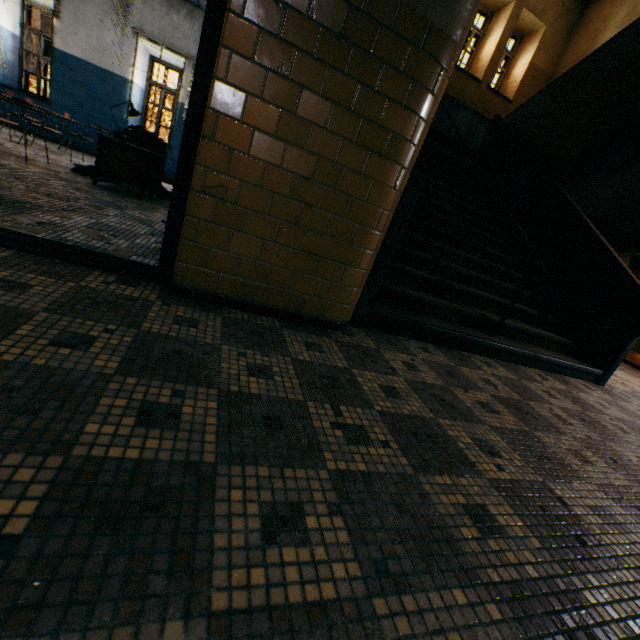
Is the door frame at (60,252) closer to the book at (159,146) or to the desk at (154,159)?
the desk at (154,159)

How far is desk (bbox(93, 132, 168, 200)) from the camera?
4.49m

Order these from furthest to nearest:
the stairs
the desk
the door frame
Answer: the desk → the stairs → the door frame

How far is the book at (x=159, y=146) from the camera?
5.1 meters

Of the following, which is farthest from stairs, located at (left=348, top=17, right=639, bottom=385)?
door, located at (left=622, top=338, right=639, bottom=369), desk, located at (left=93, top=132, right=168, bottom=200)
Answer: desk, located at (left=93, top=132, right=168, bottom=200)

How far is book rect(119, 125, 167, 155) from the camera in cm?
506

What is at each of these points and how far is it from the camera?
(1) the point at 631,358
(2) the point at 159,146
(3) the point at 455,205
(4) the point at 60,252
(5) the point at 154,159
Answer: (1) door, 7.0 meters
(2) book, 5.3 meters
(3) stairs, 5.3 meters
(4) door frame, 2.0 meters
(5) desk, 5.5 meters

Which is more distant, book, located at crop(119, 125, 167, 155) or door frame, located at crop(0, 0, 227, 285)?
book, located at crop(119, 125, 167, 155)
